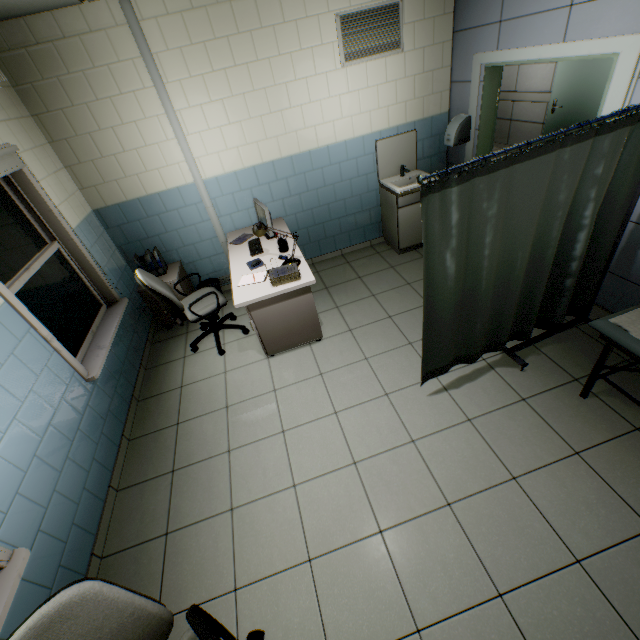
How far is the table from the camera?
3.1 meters

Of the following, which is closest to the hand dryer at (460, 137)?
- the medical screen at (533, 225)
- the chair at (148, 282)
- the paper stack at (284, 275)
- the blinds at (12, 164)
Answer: the medical screen at (533, 225)

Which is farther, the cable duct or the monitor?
the monitor

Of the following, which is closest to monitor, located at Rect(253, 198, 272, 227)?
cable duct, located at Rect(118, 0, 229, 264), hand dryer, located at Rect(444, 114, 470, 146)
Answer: cable duct, located at Rect(118, 0, 229, 264)

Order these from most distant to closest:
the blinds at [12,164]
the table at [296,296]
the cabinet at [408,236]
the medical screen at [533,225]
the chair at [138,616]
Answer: the cabinet at [408,236] → the table at [296,296] → the blinds at [12,164] → the medical screen at [533,225] → the chair at [138,616]

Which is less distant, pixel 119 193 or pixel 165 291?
pixel 165 291

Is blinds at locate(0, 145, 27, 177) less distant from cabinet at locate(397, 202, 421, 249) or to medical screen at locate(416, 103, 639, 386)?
medical screen at locate(416, 103, 639, 386)

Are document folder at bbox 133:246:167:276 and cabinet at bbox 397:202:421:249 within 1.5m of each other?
no
